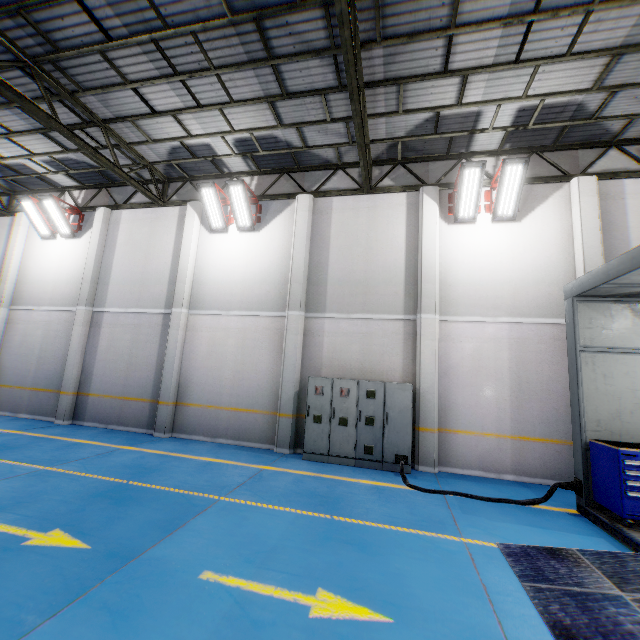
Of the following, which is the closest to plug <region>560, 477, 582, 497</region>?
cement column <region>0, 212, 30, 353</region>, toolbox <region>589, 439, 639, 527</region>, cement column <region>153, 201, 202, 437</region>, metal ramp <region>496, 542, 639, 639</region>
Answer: toolbox <region>589, 439, 639, 527</region>

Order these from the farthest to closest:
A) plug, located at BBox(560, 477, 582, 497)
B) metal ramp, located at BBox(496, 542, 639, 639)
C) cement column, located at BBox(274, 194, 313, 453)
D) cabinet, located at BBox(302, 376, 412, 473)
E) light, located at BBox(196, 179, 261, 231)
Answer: light, located at BBox(196, 179, 261, 231), cement column, located at BBox(274, 194, 313, 453), cabinet, located at BBox(302, 376, 412, 473), plug, located at BBox(560, 477, 582, 497), metal ramp, located at BBox(496, 542, 639, 639)

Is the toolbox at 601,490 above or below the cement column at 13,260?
below

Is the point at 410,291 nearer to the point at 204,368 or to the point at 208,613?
the point at 204,368

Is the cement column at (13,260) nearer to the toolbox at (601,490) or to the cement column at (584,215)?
the toolbox at (601,490)

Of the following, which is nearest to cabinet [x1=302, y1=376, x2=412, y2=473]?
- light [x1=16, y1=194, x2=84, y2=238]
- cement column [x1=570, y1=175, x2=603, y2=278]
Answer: cement column [x1=570, y1=175, x2=603, y2=278]

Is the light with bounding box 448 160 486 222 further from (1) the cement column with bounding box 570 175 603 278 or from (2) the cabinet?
(2) the cabinet

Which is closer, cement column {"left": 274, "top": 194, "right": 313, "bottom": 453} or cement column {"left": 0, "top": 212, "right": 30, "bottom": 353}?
cement column {"left": 274, "top": 194, "right": 313, "bottom": 453}
